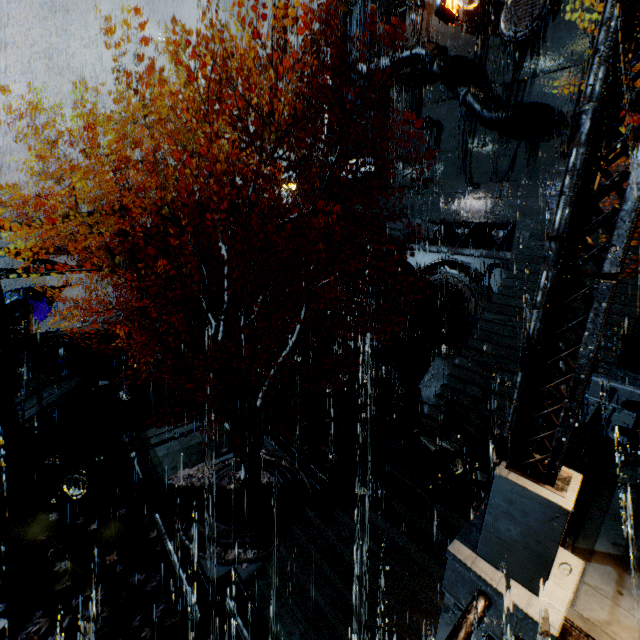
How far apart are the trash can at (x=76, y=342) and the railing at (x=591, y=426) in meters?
21.7

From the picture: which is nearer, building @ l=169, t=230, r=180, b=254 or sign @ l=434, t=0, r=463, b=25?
building @ l=169, t=230, r=180, b=254

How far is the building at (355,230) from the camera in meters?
24.2 m

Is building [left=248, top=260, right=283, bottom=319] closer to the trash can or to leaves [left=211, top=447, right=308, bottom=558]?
the trash can

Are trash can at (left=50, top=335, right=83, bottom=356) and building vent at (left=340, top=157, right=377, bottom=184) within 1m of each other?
no

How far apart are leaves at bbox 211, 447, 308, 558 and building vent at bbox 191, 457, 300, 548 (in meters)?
0.00

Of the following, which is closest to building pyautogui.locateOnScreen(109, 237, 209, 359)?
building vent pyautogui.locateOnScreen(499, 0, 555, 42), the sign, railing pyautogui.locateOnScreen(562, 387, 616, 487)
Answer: building vent pyautogui.locateOnScreen(499, 0, 555, 42)

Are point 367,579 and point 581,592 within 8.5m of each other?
yes
